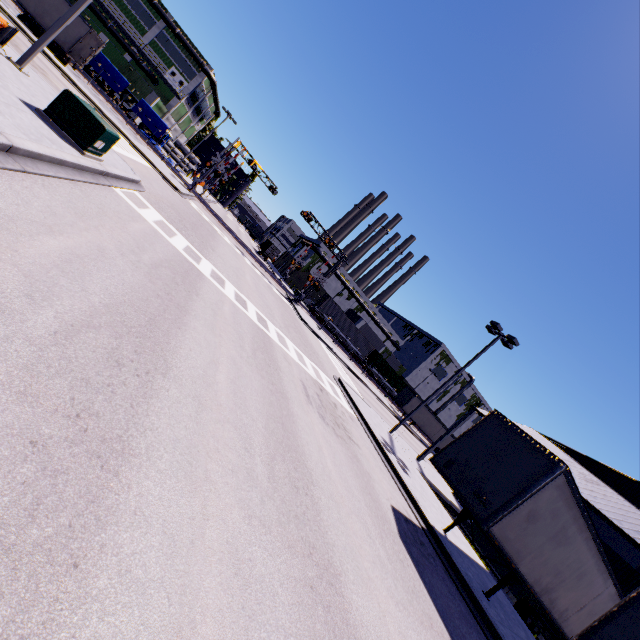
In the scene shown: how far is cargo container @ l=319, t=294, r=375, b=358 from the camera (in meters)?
49.25

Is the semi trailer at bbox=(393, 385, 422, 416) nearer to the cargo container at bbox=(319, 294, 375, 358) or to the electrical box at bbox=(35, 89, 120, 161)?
the cargo container at bbox=(319, 294, 375, 358)

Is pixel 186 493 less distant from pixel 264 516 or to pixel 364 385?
pixel 264 516

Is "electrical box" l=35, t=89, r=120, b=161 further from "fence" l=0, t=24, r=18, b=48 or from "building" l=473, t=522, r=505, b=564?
"building" l=473, t=522, r=505, b=564

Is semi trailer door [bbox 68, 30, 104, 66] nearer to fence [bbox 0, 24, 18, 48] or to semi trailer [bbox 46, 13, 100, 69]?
semi trailer [bbox 46, 13, 100, 69]

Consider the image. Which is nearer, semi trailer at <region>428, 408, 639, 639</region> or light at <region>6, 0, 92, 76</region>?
semi trailer at <region>428, 408, 639, 639</region>

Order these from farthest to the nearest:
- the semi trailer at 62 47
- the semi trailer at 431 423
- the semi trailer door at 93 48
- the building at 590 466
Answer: the semi trailer at 431 423 < the semi trailer door at 93 48 < the semi trailer at 62 47 < the building at 590 466

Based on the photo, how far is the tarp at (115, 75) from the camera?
36.31m
